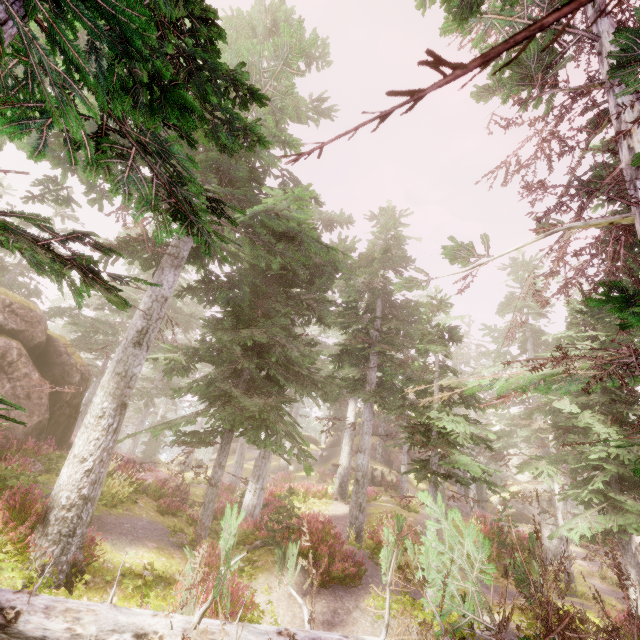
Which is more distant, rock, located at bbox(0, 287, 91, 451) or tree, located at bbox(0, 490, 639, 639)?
rock, located at bbox(0, 287, 91, 451)

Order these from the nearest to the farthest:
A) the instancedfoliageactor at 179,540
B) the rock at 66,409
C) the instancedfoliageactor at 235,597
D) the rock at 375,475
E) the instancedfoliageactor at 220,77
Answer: the instancedfoliageactor at 220,77 < the instancedfoliageactor at 235,597 < the instancedfoliageactor at 179,540 < the rock at 66,409 < the rock at 375,475

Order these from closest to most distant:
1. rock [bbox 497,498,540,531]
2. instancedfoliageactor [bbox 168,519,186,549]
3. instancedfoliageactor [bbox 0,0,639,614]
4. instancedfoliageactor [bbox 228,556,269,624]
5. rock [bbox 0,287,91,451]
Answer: instancedfoliageactor [bbox 0,0,639,614] < instancedfoliageactor [bbox 228,556,269,624] < instancedfoliageactor [bbox 168,519,186,549] < rock [bbox 0,287,91,451] < rock [bbox 497,498,540,531]

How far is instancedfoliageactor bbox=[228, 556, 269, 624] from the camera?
7.1m

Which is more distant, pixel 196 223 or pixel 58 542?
pixel 58 542

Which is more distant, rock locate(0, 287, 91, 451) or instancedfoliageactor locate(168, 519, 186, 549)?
rock locate(0, 287, 91, 451)

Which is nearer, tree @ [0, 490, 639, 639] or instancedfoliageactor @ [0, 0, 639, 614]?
instancedfoliageactor @ [0, 0, 639, 614]

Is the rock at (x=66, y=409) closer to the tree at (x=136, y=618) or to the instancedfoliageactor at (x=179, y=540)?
the instancedfoliageactor at (x=179, y=540)
